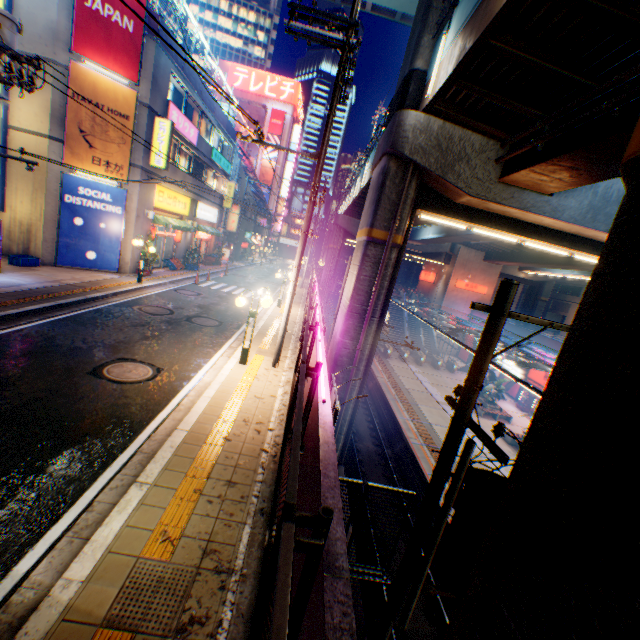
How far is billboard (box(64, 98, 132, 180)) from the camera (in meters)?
14.47

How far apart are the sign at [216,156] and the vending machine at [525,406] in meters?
34.5

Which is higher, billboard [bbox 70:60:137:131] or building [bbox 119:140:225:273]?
billboard [bbox 70:60:137:131]

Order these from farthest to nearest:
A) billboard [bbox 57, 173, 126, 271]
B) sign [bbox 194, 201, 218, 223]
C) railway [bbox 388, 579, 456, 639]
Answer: sign [bbox 194, 201, 218, 223]
billboard [bbox 57, 173, 126, 271]
railway [bbox 388, 579, 456, 639]

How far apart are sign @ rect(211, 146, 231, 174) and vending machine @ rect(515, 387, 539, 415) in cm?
3446

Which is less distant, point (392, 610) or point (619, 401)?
point (619, 401)

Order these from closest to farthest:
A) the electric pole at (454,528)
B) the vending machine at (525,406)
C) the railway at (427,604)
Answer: the electric pole at (454,528)
the railway at (427,604)
the vending machine at (525,406)

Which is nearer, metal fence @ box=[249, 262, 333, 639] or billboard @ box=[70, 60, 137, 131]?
metal fence @ box=[249, 262, 333, 639]
